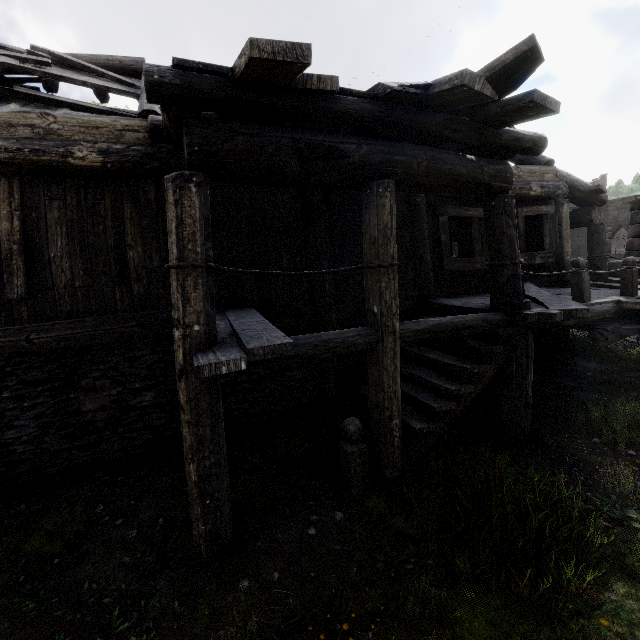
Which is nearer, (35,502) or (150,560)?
(150,560)

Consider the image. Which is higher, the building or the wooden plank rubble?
the wooden plank rubble

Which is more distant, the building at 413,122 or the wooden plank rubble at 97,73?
the wooden plank rubble at 97,73

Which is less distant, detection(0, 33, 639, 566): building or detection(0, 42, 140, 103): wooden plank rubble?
detection(0, 33, 639, 566): building

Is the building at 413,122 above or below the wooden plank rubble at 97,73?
below
